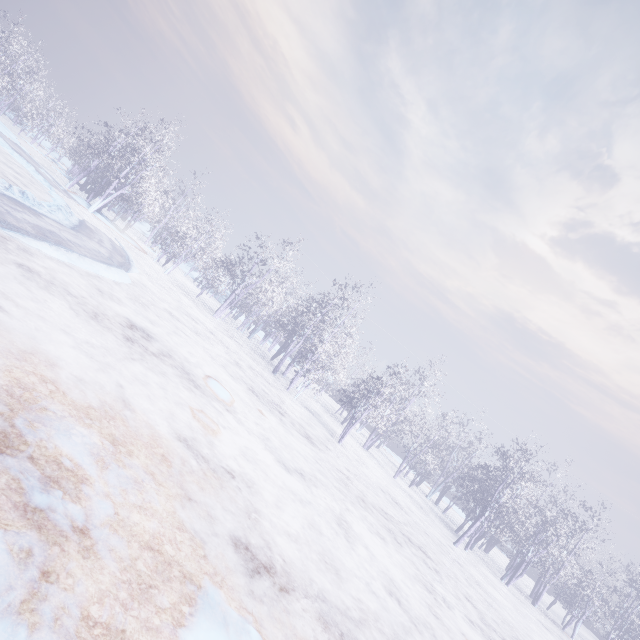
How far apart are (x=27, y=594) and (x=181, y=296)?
17.9m
